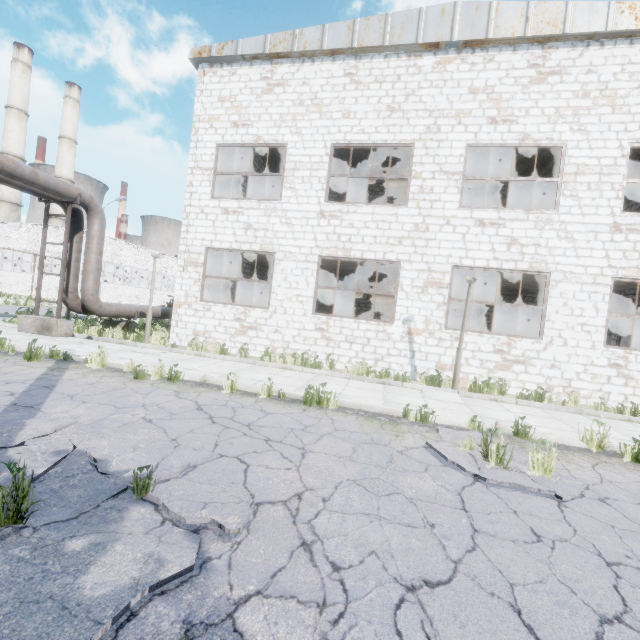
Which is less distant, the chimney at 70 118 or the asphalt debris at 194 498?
the asphalt debris at 194 498

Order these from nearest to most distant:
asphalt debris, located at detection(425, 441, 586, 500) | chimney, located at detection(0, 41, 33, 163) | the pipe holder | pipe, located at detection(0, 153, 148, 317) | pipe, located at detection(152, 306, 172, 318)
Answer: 1. asphalt debris, located at detection(425, 441, 586, 500)
2. pipe, located at detection(0, 153, 148, 317)
3. the pipe holder
4. pipe, located at detection(152, 306, 172, 318)
5. chimney, located at detection(0, 41, 33, 163)

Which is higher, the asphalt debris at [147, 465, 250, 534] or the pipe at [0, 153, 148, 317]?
the pipe at [0, 153, 148, 317]

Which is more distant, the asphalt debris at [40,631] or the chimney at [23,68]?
the chimney at [23,68]

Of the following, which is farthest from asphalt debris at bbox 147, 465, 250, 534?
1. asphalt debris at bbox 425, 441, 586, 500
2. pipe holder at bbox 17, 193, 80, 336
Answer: pipe holder at bbox 17, 193, 80, 336

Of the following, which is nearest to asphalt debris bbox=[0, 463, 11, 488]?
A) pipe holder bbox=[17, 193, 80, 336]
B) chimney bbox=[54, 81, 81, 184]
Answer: pipe holder bbox=[17, 193, 80, 336]

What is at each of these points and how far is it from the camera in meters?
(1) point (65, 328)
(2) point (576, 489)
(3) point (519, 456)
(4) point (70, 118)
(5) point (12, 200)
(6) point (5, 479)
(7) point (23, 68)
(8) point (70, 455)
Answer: (1) pipe holder, 11.4 m
(2) asphalt debris, 3.9 m
(3) asphalt debris, 4.7 m
(4) chimney, 49.3 m
(5) chimney, 42.8 m
(6) asphalt debris, 2.8 m
(7) chimney, 42.6 m
(8) asphalt debris, 3.2 m

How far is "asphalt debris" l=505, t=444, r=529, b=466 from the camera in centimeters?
460cm
